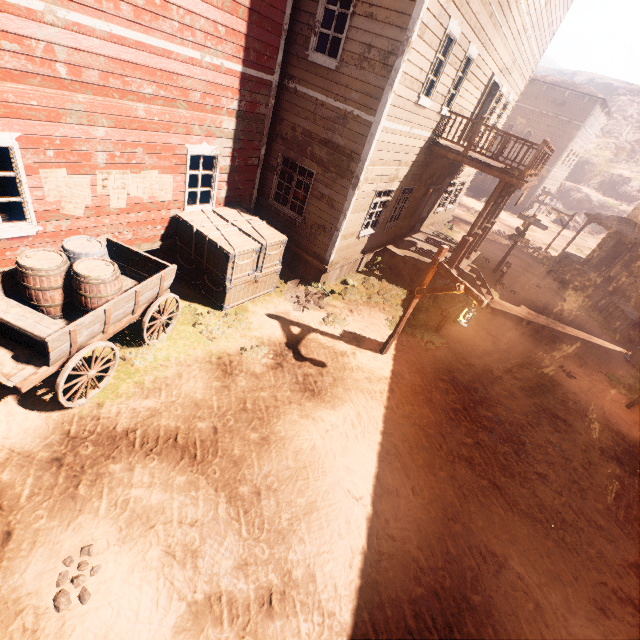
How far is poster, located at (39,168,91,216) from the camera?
5.7 meters

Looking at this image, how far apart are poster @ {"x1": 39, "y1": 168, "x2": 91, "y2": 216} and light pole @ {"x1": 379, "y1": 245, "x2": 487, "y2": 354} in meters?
7.1

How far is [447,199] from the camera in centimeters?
1700cm

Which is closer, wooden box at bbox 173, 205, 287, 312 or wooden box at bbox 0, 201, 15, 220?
wooden box at bbox 0, 201, 15, 220

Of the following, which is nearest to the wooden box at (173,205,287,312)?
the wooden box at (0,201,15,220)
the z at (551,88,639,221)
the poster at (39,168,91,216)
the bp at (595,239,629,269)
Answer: the z at (551,88,639,221)

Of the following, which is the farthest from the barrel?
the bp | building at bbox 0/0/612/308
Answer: the bp

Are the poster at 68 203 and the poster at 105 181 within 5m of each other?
yes

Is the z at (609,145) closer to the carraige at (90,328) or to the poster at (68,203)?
the carraige at (90,328)
